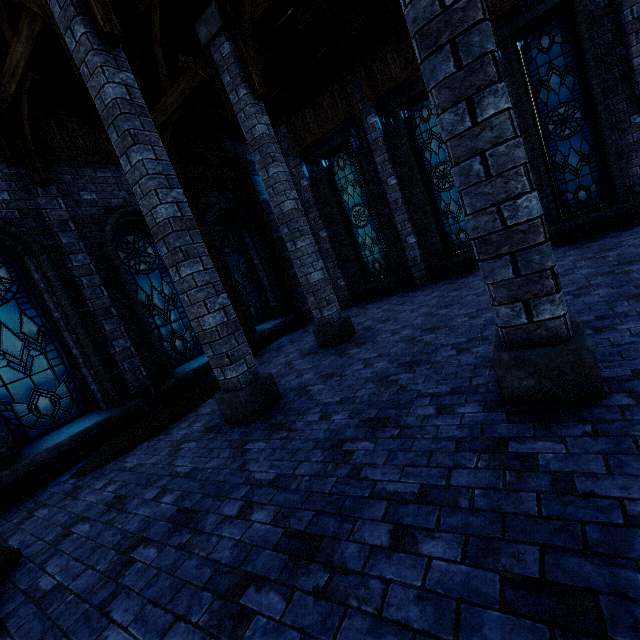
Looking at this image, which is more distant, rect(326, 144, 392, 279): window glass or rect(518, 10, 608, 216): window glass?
rect(326, 144, 392, 279): window glass

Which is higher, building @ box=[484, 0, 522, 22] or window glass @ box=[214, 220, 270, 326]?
building @ box=[484, 0, 522, 22]

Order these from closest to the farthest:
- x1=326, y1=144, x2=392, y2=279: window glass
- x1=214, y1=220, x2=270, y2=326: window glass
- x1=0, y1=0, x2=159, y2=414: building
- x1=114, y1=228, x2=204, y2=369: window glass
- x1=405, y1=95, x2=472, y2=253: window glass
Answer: x1=0, y1=0, x2=159, y2=414: building
x1=114, y1=228, x2=204, y2=369: window glass
x1=405, y1=95, x2=472, y2=253: window glass
x1=214, y1=220, x2=270, y2=326: window glass
x1=326, y1=144, x2=392, y2=279: window glass

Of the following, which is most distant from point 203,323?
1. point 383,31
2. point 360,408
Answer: point 383,31

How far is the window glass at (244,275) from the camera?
10.6m

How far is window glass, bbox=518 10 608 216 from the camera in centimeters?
783cm

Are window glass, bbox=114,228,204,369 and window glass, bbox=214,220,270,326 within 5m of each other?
yes

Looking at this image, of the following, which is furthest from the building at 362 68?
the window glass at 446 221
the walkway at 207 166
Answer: the window glass at 446 221
